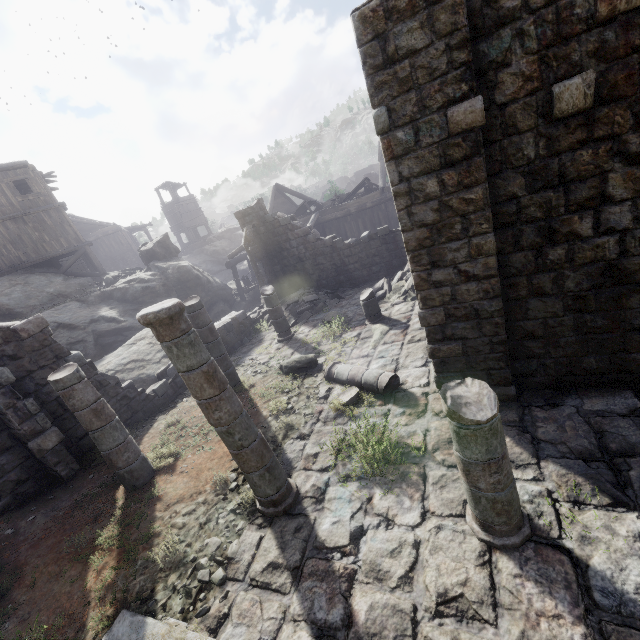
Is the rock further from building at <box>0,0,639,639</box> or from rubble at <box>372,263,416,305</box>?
rubble at <box>372,263,416,305</box>

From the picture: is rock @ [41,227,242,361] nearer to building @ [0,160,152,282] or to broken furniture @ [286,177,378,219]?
building @ [0,160,152,282]

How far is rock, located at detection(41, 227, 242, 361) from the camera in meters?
16.1

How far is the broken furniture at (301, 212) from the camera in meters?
21.2

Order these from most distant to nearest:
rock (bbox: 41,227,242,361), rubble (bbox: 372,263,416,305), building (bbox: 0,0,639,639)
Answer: rock (bbox: 41,227,242,361) < rubble (bbox: 372,263,416,305) < building (bbox: 0,0,639,639)

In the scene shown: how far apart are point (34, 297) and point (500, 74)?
24.9m

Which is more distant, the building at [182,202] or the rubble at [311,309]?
the building at [182,202]

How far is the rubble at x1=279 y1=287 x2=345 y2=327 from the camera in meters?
14.5
